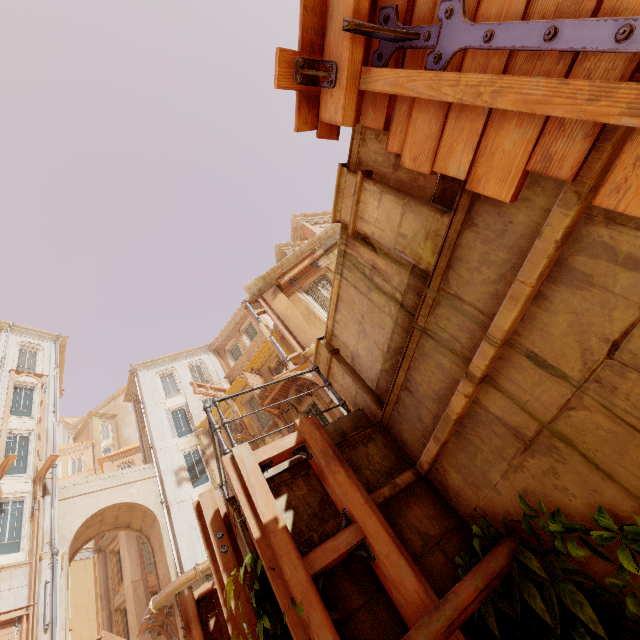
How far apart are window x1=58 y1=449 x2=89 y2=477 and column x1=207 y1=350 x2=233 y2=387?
24.98m

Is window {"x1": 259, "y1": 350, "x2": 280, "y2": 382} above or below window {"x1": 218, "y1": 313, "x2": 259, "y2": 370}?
below

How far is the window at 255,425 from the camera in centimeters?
1955cm

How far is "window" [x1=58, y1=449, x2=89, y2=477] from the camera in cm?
3744

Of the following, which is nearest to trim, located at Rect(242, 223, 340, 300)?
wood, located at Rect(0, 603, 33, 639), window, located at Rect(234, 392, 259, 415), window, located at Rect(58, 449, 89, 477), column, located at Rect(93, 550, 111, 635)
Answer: window, located at Rect(234, 392, 259, 415)

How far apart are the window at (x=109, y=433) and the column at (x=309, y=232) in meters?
40.7

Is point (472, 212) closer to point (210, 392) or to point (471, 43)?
point (471, 43)

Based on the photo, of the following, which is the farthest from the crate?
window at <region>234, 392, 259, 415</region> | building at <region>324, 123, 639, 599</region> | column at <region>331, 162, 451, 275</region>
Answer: window at <region>234, 392, 259, 415</region>
